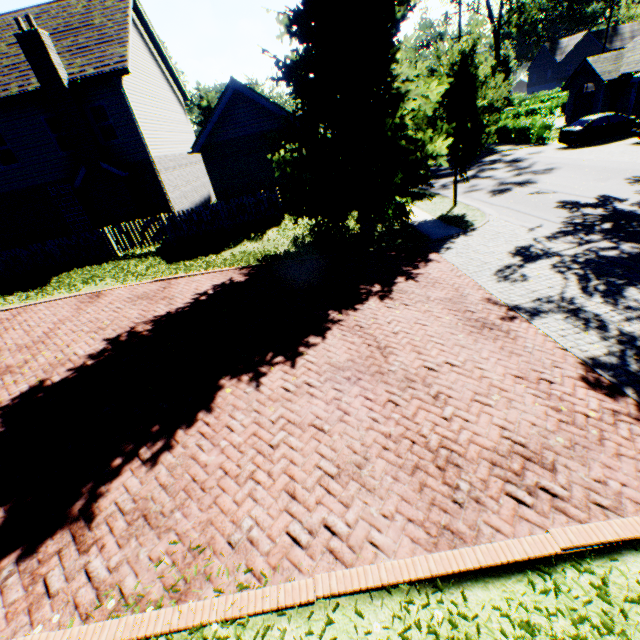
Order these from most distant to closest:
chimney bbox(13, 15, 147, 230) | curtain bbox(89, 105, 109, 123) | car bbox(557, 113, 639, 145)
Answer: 1. car bbox(557, 113, 639, 145)
2. curtain bbox(89, 105, 109, 123)
3. chimney bbox(13, 15, 147, 230)

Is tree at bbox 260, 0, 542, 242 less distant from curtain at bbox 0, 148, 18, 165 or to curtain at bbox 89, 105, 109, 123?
curtain at bbox 89, 105, 109, 123

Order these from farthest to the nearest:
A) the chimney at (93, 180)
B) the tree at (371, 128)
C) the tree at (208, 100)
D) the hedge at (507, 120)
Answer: the tree at (208, 100)
the hedge at (507, 120)
the chimney at (93, 180)
the tree at (371, 128)

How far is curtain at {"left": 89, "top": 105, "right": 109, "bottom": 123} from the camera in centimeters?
1504cm

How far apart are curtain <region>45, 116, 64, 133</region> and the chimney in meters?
0.3

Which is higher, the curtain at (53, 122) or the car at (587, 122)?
the curtain at (53, 122)

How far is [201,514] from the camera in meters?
3.9 m

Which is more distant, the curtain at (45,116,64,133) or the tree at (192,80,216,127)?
the tree at (192,80,216,127)
